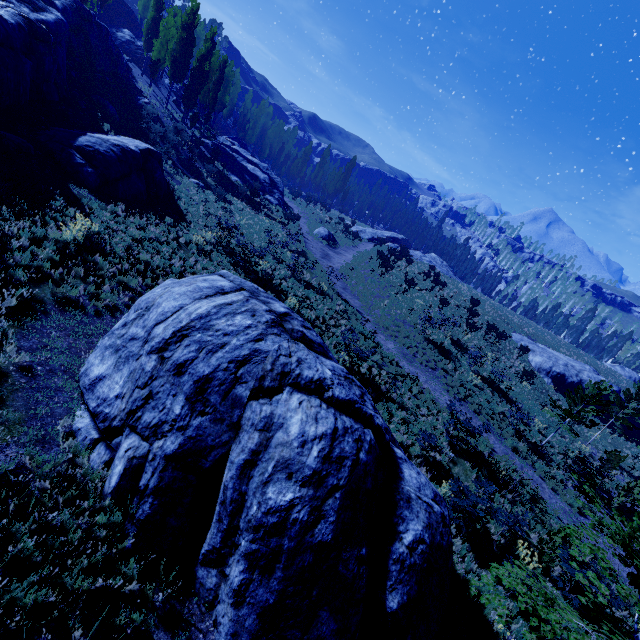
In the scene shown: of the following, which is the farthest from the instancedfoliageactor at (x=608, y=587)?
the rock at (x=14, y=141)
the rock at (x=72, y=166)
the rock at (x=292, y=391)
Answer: the rock at (x=72, y=166)

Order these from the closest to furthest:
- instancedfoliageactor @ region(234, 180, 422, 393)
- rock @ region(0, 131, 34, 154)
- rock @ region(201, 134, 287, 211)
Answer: rock @ region(0, 131, 34, 154), instancedfoliageactor @ region(234, 180, 422, 393), rock @ region(201, 134, 287, 211)

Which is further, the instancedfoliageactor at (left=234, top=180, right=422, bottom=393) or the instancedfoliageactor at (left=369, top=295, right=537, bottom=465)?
the instancedfoliageactor at (left=369, top=295, right=537, bottom=465)

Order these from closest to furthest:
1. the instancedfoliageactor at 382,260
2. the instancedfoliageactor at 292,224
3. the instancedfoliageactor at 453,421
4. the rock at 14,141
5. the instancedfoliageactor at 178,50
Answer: the rock at 14,141 → the instancedfoliageactor at 453,421 → the instancedfoliageactor at 292,224 → the instancedfoliageactor at 382,260 → the instancedfoliageactor at 178,50

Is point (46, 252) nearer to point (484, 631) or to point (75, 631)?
point (75, 631)

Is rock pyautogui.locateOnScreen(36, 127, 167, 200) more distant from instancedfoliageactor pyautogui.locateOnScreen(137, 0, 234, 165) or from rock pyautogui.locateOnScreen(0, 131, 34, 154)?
instancedfoliageactor pyautogui.locateOnScreen(137, 0, 234, 165)

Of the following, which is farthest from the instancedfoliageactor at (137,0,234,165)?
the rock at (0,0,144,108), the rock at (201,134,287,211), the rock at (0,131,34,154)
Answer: the rock at (0,0,144,108)

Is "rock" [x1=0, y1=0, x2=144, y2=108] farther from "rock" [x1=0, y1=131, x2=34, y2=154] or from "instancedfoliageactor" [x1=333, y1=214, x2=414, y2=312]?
"instancedfoliageactor" [x1=333, y1=214, x2=414, y2=312]
